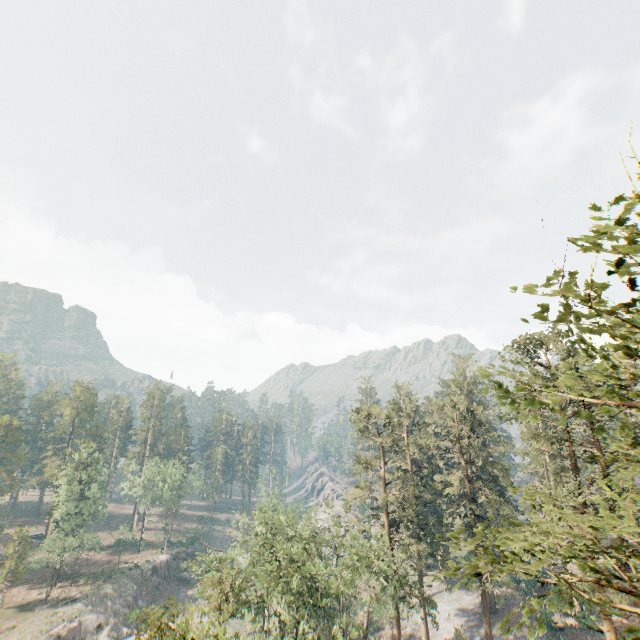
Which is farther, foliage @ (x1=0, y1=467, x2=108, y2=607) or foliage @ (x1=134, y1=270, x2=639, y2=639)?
foliage @ (x1=0, y1=467, x2=108, y2=607)

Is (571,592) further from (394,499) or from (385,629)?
(385,629)

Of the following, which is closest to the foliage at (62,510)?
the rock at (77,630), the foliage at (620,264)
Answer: the foliage at (620,264)

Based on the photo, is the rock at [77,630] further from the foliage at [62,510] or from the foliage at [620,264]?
the foliage at [62,510]

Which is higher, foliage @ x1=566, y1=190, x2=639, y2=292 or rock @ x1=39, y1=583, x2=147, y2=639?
foliage @ x1=566, y1=190, x2=639, y2=292

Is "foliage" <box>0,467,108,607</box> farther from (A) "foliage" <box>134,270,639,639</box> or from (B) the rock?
(B) the rock

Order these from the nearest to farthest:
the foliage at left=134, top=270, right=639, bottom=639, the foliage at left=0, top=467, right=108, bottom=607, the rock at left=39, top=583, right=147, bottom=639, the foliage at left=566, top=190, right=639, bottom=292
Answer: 1. the foliage at left=566, top=190, right=639, bottom=292
2. the foliage at left=134, top=270, right=639, bottom=639
3. the rock at left=39, top=583, right=147, bottom=639
4. the foliage at left=0, top=467, right=108, bottom=607

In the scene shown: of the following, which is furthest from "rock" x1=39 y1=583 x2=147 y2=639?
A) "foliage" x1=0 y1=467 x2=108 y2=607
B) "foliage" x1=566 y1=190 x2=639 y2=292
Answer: "foliage" x1=0 y1=467 x2=108 y2=607
